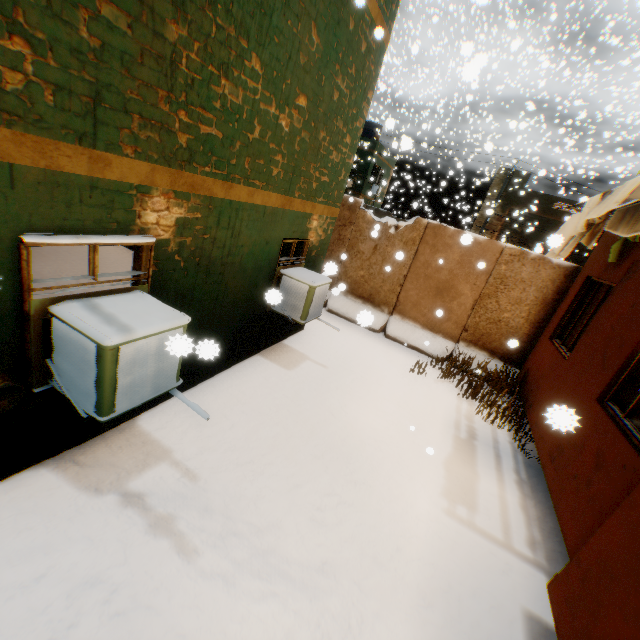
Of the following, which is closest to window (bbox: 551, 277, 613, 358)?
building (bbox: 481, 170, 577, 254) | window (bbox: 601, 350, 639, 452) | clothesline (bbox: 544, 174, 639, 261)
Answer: clothesline (bbox: 544, 174, 639, 261)

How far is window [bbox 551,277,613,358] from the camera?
5.94m

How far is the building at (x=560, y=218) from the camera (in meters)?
22.58

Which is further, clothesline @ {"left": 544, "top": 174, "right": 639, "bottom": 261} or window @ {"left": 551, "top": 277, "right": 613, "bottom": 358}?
window @ {"left": 551, "top": 277, "right": 613, "bottom": 358}

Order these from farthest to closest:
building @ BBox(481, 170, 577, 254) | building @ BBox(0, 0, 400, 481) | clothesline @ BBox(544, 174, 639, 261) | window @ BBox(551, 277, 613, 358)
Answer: building @ BBox(481, 170, 577, 254) < window @ BBox(551, 277, 613, 358) < clothesline @ BBox(544, 174, 639, 261) < building @ BBox(0, 0, 400, 481)

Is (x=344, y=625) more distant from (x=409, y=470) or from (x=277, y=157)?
(x=277, y=157)

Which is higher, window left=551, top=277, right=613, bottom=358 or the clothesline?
the clothesline

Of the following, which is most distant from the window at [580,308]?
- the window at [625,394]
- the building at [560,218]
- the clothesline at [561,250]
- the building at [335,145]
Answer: the building at [560,218]
